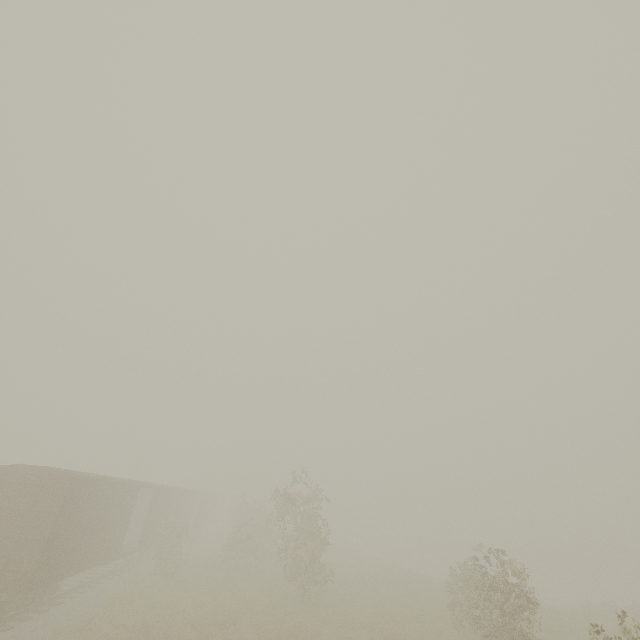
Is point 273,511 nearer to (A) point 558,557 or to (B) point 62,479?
(B) point 62,479
